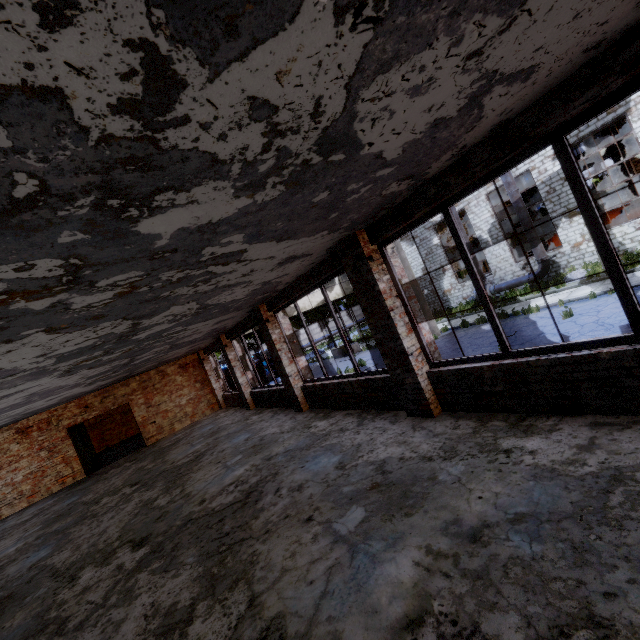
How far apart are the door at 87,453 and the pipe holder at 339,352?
16.5m

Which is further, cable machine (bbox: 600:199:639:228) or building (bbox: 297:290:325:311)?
building (bbox: 297:290:325:311)

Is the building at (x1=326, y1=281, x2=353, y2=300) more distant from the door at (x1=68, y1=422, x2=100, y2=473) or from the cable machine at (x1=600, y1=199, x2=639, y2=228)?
the cable machine at (x1=600, y1=199, x2=639, y2=228)

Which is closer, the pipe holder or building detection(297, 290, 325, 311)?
building detection(297, 290, 325, 311)

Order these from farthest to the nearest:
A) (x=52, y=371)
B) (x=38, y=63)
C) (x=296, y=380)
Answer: (x=296, y=380), (x=52, y=371), (x=38, y=63)

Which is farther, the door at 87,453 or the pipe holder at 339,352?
the pipe holder at 339,352

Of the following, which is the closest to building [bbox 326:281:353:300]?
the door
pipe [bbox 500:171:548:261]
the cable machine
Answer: the door

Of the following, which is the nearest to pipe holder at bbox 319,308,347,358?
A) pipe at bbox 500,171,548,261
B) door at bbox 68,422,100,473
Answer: pipe at bbox 500,171,548,261
